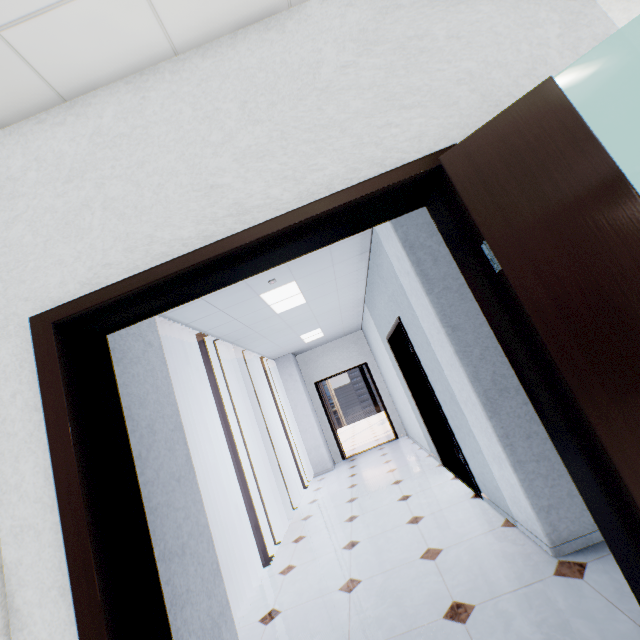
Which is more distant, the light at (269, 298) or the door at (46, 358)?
the light at (269, 298)

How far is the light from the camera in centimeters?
404cm

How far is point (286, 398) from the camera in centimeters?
810cm

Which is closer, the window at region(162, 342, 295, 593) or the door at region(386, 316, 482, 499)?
the door at region(386, 316, 482, 499)

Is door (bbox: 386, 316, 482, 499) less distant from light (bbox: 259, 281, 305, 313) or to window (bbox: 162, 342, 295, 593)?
light (bbox: 259, 281, 305, 313)

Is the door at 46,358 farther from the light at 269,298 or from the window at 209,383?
the light at 269,298

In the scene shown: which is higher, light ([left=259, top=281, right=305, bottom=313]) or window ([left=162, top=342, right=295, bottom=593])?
light ([left=259, top=281, right=305, bottom=313])

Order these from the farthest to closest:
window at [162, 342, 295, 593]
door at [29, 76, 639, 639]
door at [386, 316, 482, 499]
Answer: window at [162, 342, 295, 593] → door at [386, 316, 482, 499] → door at [29, 76, 639, 639]
